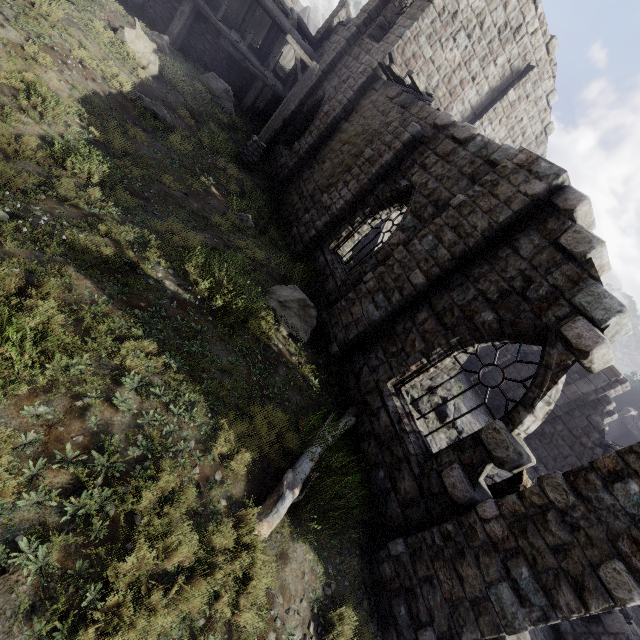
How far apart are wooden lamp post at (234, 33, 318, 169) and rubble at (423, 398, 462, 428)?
11.56m

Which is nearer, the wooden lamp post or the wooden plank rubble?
the wooden plank rubble

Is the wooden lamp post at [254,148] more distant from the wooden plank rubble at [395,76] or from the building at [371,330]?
the wooden plank rubble at [395,76]

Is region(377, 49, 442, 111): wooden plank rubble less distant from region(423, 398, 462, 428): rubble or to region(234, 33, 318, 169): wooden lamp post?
region(234, 33, 318, 169): wooden lamp post

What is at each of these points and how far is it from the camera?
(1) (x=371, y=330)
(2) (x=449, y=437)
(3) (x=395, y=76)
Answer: (1) building, 7.7m
(2) rubble, 10.8m
(3) wooden plank rubble, 11.5m

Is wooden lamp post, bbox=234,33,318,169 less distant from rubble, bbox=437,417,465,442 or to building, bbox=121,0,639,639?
building, bbox=121,0,639,639

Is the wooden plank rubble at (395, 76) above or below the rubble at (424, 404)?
above

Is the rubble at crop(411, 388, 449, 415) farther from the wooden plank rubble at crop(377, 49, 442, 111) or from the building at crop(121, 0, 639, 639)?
the wooden plank rubble at crop(377, 49, 442, 111)
